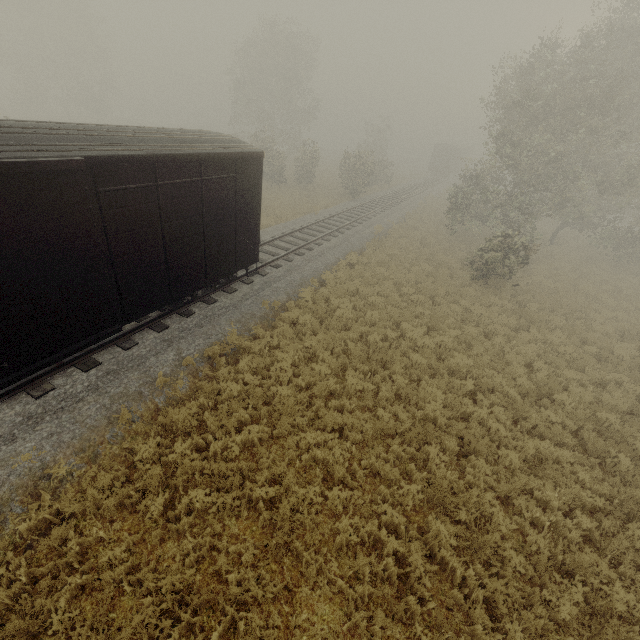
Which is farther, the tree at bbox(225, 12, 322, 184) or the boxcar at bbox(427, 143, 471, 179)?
the boxcar at bbox(427, 143, 471, 179)

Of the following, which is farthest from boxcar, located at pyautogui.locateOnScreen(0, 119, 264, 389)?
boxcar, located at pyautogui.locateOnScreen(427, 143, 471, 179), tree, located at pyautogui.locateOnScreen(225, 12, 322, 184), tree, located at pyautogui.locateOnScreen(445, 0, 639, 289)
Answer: boxcar, located at pyautogui.locateOnScreen(427, 143, 471, 179)

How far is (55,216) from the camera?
5.57m

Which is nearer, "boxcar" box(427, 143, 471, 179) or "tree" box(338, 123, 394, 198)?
"tree" box(338, 123, 394, 198)

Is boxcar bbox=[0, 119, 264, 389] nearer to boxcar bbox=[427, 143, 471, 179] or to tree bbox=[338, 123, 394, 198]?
tree bbox=[338, 123, 394, 198]

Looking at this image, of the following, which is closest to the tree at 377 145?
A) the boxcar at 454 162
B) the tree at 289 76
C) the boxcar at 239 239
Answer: the boxcar at 239 239
